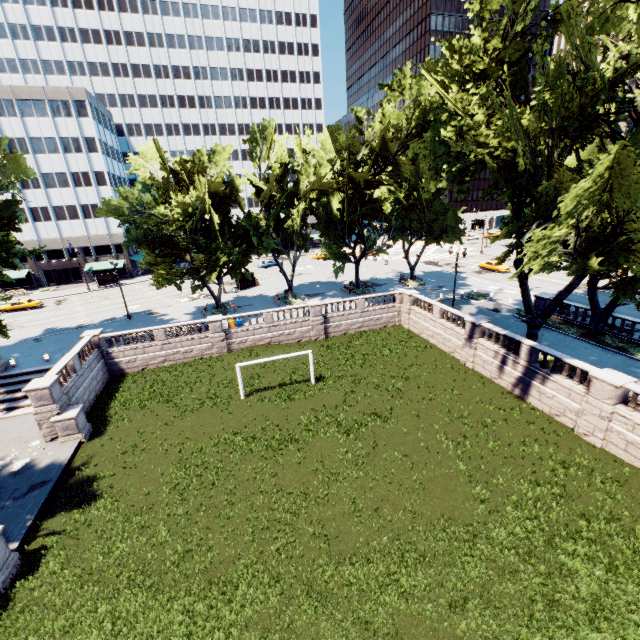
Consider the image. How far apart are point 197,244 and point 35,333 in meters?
22.4

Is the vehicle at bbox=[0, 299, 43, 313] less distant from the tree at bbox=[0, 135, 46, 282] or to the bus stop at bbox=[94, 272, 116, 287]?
the bus stop at bbox=[94, 272, 116, 287]

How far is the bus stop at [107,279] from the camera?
57.6m

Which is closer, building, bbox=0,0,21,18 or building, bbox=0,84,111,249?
building, bbox=0,84,111,249

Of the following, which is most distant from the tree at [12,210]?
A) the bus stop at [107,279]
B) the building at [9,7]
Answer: the bus stop at [107,279]

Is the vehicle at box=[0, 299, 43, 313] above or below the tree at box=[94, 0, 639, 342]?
below

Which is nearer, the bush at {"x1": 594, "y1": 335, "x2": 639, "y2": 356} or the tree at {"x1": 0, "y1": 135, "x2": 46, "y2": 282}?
the bush at {"x1": 594, "y1": 335, "x2": 639, "y2": 356}

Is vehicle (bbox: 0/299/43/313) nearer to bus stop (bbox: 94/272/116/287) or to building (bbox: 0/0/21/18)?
bus stop (bbox: 94/272/116/287)
